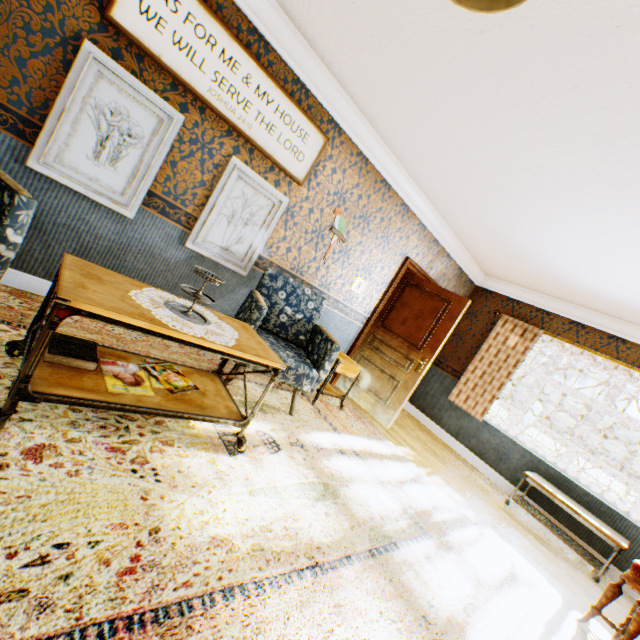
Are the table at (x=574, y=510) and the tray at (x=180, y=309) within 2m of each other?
no

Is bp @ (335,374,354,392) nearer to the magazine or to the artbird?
the artbird

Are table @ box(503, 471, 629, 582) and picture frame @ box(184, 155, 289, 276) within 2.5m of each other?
no

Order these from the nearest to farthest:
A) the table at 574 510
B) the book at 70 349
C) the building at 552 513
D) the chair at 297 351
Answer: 1. the book at 70 349
2. the chair at 297 351
3. the table at 574 510
4. the building at 552 513

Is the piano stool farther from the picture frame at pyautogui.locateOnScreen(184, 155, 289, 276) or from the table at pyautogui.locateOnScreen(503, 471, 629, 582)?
the picture frame at pyautogui.locateOnScreen(184, 155, 289, 276)

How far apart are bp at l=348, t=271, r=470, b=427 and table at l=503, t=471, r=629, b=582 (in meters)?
1.88

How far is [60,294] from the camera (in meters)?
1.32

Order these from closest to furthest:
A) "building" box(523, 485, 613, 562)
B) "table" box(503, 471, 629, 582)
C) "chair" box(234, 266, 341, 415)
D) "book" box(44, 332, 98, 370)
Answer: "book" box(44, 332, 98, 370) → "chair" box(234, 266, 341, 415) → "table" box(503, 471, 629, 582) → "building" box(523, 485, 613, 562)
